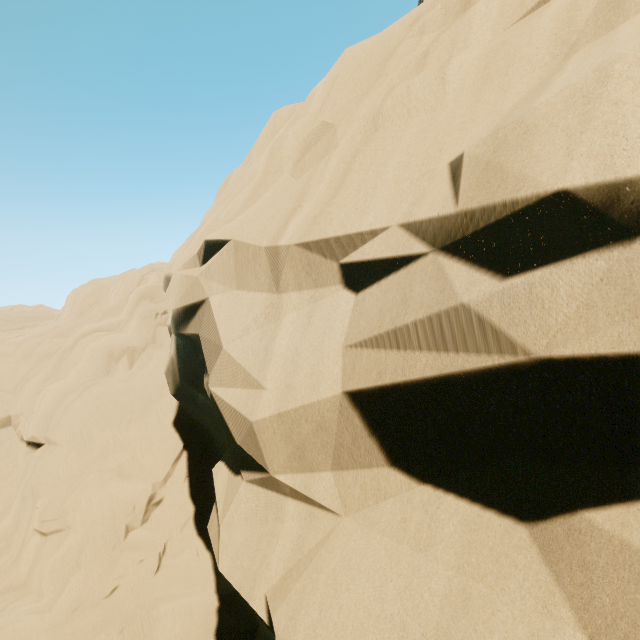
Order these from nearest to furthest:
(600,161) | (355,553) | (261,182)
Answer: (600,161)
(355,553)
(261,182)
